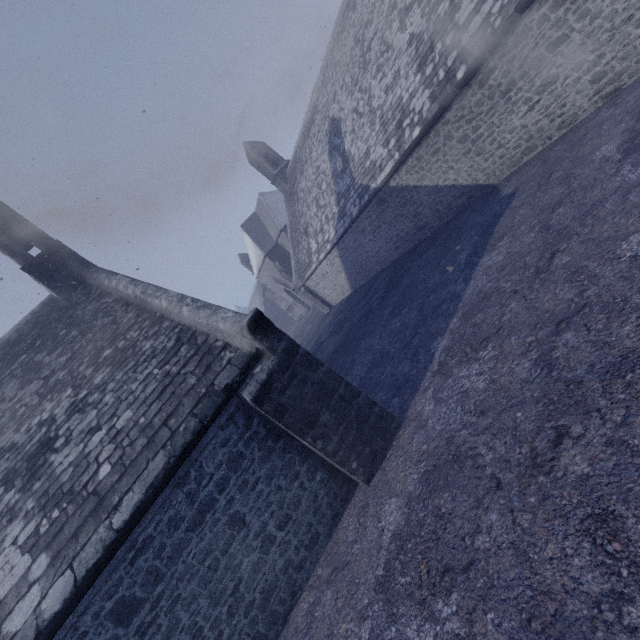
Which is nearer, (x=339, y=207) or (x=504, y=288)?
(x=504, y=288)
